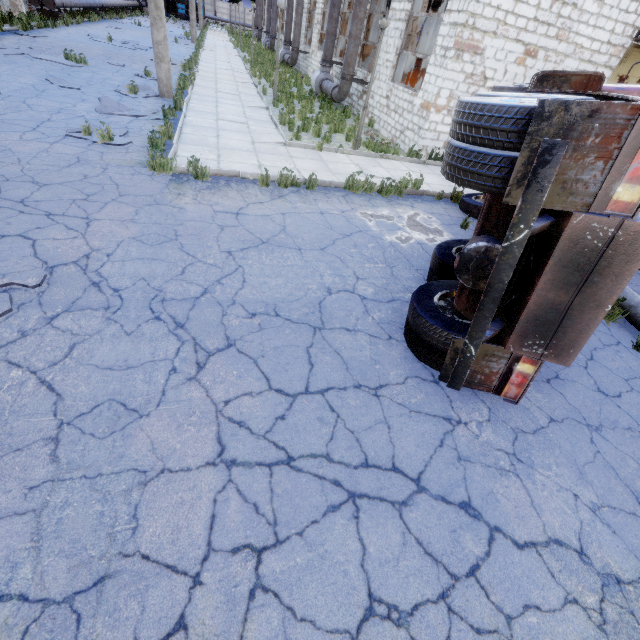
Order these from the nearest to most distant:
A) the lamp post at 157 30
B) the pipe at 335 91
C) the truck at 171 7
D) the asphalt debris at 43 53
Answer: the lamp post at 157 30
the asphalt debris at 43 53
the pipe at 335 91
the truck at 171 7

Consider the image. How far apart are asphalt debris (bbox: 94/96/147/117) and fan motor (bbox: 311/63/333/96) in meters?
11.1

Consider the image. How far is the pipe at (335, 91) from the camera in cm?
1493

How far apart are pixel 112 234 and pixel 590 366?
7.25m

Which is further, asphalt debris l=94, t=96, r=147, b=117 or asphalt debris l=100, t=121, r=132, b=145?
asphalt debris l=94, t=96, r=147, b=117

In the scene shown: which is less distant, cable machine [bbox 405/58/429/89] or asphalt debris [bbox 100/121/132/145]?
asphalt debris [bbox 100/121/132/145]

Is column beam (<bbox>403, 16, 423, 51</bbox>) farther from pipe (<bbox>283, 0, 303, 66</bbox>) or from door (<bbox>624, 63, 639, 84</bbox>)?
pipe (<bbox>283, 0, 303, 66</bbox>)

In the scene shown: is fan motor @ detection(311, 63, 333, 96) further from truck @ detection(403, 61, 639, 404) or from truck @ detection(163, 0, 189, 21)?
truck @ detection(163, 0, 189, 21)
